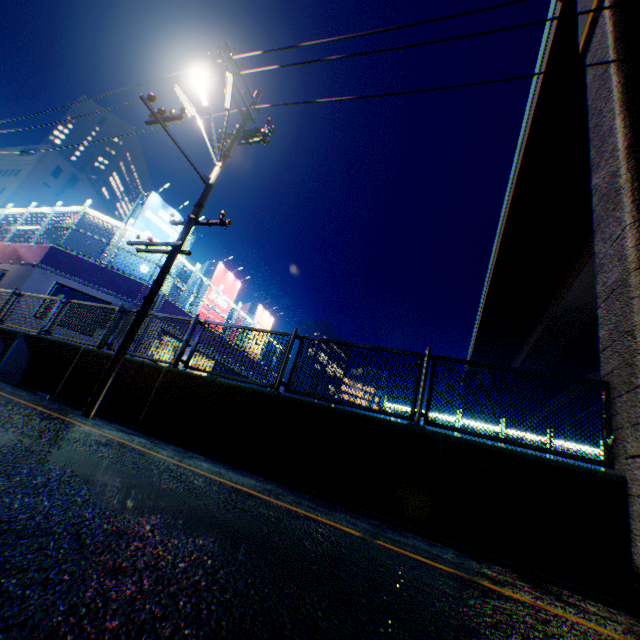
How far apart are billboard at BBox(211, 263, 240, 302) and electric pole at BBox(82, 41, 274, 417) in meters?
11.8 m

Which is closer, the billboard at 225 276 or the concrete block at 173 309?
the concrete block at 173 309

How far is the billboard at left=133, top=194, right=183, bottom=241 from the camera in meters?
15.8

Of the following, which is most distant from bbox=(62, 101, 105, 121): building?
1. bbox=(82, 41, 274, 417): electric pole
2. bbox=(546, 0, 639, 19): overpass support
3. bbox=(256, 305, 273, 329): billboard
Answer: bbox=(82, 41, 274, 417): electric pole

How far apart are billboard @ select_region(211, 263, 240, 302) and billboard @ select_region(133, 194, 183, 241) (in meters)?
3.29

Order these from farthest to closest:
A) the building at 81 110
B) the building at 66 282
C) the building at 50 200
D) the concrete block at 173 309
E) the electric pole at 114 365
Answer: the building at 81 110 < the building at 50 200 < the concrete block at 173 309 < the building at 66 282 < the electric pole at 114 365

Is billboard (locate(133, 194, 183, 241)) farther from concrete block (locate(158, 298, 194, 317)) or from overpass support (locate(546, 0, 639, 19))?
overpass support (locate(546, 0, 639, 19))

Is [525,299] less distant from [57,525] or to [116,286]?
[116,286]
